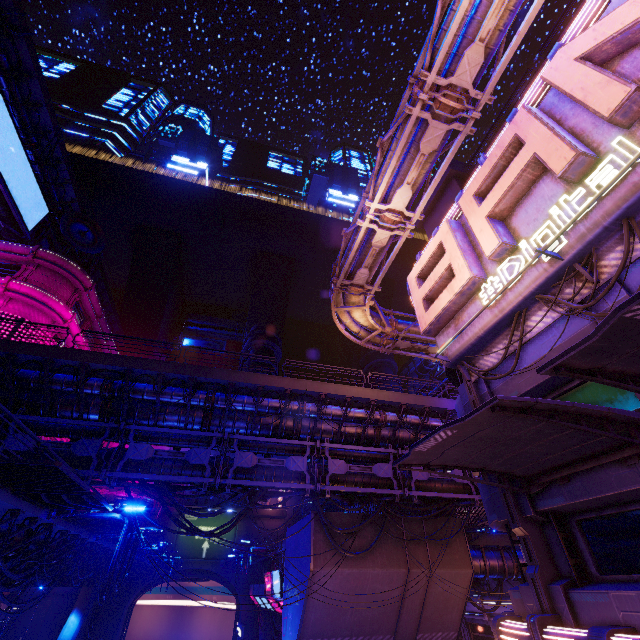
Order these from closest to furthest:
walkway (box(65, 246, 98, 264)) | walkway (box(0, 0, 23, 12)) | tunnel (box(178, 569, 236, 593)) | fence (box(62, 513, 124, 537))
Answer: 1. fence (box(62, 513, 124, 537))
2. walkway (box(0, 0, 23, 12))
3. tunnel (box(178, 569, 236, 593))
4. walkway (box(65, 246, 98, 264))

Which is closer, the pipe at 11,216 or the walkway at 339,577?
the walkway at 339,577

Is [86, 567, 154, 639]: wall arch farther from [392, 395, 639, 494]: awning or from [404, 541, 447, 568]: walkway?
[392, 395, 639, 494]: awning

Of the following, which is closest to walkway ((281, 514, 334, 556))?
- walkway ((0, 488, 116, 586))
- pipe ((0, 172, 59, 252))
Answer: walkway ((0, 488, 116, 586))

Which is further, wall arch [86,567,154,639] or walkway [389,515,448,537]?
wall arch [86,567,154,639]

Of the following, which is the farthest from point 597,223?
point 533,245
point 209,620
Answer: point 209,620

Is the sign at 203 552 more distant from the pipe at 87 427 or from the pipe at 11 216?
the pipe at 11 216

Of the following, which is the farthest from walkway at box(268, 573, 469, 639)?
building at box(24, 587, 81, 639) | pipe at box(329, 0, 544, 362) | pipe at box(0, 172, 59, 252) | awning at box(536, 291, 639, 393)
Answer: pipe at box(0, 172, 59, 252)
